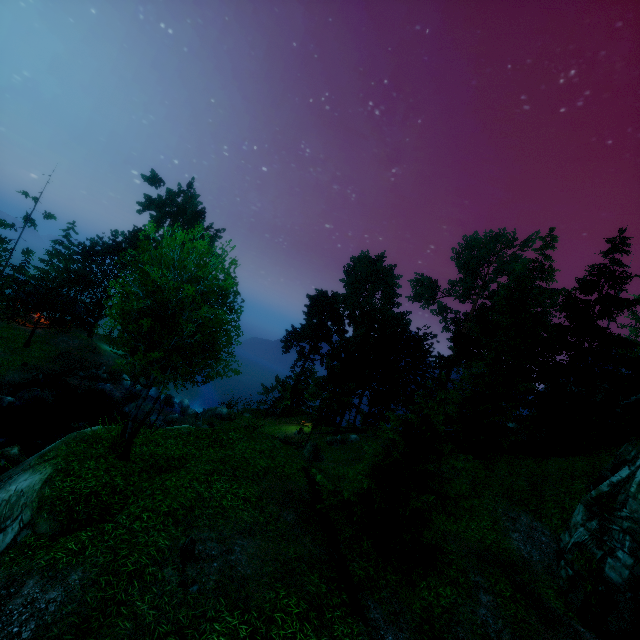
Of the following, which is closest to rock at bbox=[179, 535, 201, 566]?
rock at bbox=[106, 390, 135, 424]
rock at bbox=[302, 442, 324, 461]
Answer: rock at bbox=[302, 442, 324, 461]

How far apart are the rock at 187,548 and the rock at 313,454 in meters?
15.7 m

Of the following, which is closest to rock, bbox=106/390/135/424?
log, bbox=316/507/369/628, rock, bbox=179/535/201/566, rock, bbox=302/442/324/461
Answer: rock, bbox=302/442/324/461

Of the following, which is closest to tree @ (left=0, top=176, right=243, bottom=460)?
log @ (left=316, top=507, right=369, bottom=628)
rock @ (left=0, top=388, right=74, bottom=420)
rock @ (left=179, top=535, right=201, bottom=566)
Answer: log @ (left=316, top=507, right=369, bottom=628)

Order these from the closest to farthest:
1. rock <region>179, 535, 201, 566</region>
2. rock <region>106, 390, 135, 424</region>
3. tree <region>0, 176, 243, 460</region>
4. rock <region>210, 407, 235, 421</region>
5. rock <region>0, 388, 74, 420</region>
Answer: rock <region>179, 535, 201, 566</region>, tree <region>0, 176, 243, 460</region>, rock <region>0, 388, 74, 420</region>, rock <region>106, 390, 135, 424</region>, rock <region>210, 407, 235, 421</region>

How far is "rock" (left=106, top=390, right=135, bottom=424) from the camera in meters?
29.5 m

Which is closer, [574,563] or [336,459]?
[574,563]

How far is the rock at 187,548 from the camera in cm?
803
